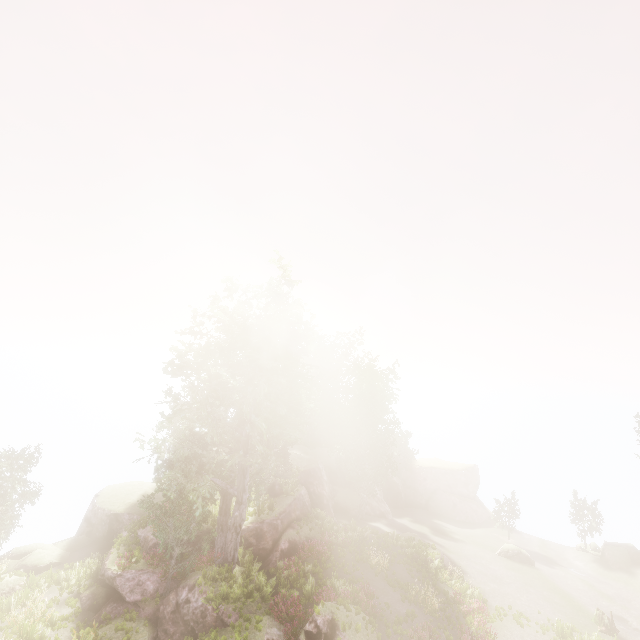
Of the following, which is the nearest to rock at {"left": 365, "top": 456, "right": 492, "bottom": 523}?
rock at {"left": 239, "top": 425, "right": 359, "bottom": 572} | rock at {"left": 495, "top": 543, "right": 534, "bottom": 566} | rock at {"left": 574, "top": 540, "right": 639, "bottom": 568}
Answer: rock at {"left": 239, "top": 425, "right": 359, "bottom": 572}

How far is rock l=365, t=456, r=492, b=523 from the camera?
43.4m

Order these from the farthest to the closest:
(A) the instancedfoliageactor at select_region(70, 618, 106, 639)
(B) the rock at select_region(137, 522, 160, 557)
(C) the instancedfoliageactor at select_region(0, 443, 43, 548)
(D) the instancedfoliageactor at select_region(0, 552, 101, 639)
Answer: (C) the instancedfoliageactor at select_region(0, 443, 43, 548) → (B) the rock at select_region(137, 522, 160, 557) → (D) the instancedfoliageactor at select_region(0, 552, 101, 639) → (A) the instancedfoliageactor at select_region(70, 618, 106, 639)

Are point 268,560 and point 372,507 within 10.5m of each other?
no

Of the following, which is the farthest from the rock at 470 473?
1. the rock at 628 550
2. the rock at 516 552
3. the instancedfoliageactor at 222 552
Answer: the rock at 628 550

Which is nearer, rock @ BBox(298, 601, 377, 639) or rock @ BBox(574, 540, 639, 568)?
rock @ BBox(298, 601, 377, 639)

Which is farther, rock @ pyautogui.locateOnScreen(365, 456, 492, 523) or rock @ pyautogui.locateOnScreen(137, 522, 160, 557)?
rock @ pyautogui.locateOnScreen(365, 456, 492, 523)

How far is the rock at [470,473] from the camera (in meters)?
43.41
